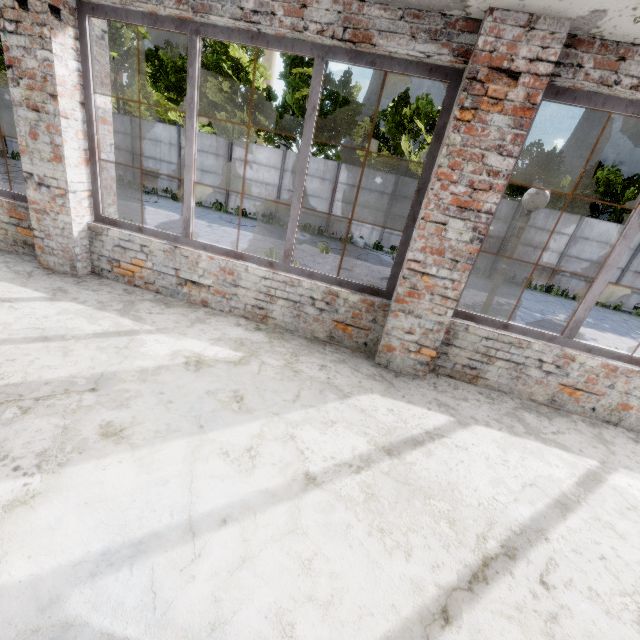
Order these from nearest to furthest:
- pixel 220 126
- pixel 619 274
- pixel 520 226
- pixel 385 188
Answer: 1. pixel 520 226
2. pixel 619 274
3. pixel 385 188
4. pixel 220 126
